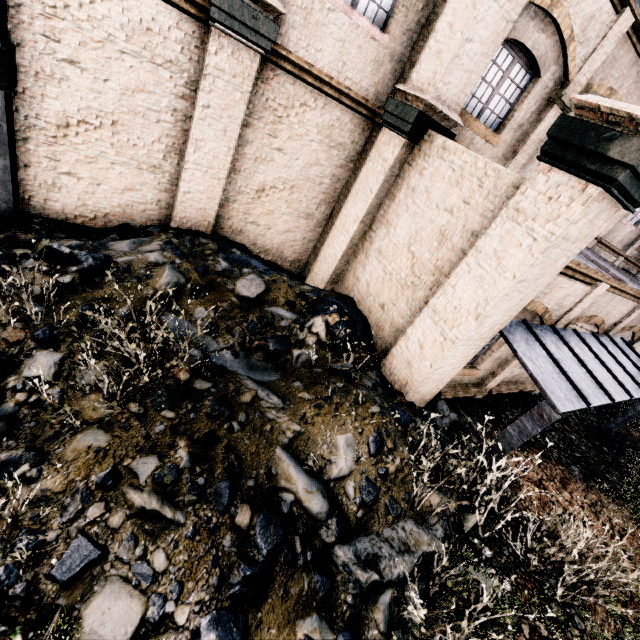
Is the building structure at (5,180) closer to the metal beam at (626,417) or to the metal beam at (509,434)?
the metal beam at (509,434)

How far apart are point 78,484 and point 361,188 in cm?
887

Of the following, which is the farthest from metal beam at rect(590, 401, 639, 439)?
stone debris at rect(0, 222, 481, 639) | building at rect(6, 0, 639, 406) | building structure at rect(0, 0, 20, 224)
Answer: building structure at rect(0, 0, 20, 224)

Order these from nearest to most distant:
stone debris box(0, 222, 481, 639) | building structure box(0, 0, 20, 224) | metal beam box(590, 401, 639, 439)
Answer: stone debris box(0, 222, 481, 639)
building structure box(0, 0, 20, 224)
metal beam box(590, 401, 639, 439)

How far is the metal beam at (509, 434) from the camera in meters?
6.0 m

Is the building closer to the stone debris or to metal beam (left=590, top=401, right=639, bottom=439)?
the stone debris

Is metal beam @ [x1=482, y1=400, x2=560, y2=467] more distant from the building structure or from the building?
the building structure

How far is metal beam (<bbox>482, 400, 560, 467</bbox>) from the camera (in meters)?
6.00
